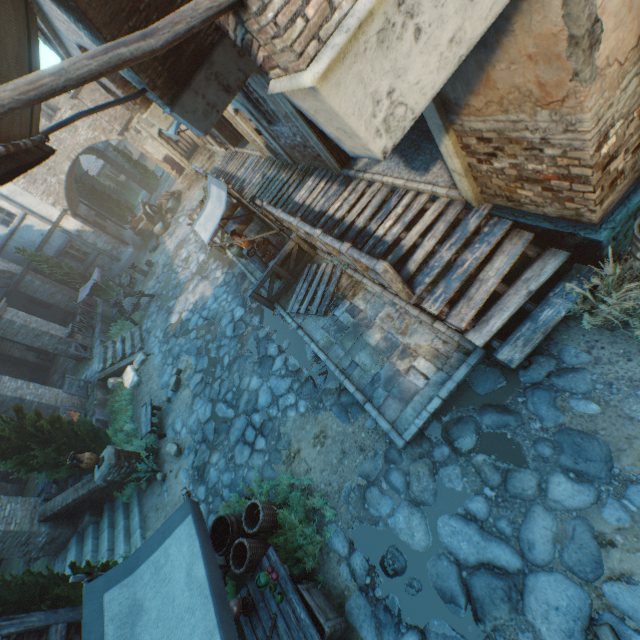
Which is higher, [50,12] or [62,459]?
[50,12]

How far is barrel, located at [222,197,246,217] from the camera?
11.4m

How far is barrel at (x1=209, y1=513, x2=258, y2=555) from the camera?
5.7m

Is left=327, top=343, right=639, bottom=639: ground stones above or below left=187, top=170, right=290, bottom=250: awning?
below

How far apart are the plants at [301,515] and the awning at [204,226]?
5.5 meters

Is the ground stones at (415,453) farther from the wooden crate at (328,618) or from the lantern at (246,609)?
the lantern at (246,609)

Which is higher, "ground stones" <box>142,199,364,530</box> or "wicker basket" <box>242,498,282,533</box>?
"wicker basket" <box>242,498,282,533</box>

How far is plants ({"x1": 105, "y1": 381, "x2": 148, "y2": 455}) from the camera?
10.6 meters
